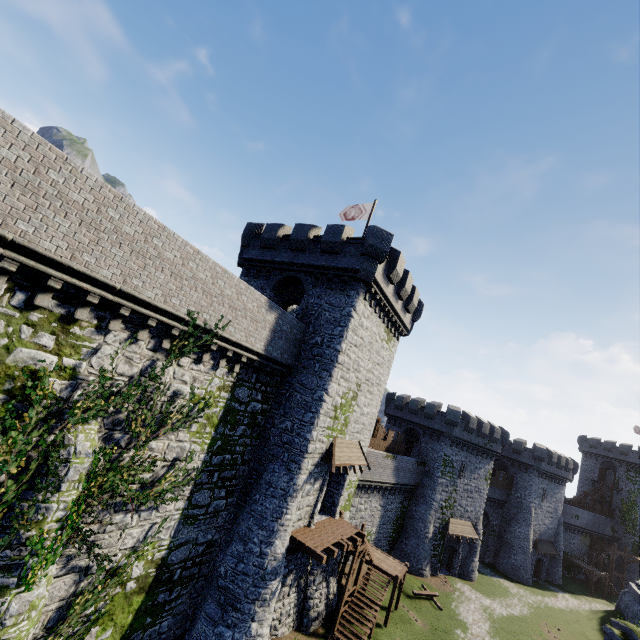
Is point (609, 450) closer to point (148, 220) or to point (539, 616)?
point (539, 616)

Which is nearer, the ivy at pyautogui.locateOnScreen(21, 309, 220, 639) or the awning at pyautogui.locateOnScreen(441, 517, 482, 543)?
the ivy at pyautogui.locateOnScreen(21, 309, 220, 639)

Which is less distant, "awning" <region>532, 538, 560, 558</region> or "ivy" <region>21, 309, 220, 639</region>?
"ivy" <region>21, 309, 220, 639</region>

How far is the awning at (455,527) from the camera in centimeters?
3456cm

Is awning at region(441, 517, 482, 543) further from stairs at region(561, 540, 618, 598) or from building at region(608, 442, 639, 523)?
building at region(608, 442, 639, 523)

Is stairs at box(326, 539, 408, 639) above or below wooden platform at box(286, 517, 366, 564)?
below

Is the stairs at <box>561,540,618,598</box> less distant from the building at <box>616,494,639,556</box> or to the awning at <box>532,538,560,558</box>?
the awning at <box>532,538,560,558</box>

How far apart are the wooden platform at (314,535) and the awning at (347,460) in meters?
3.1 m
